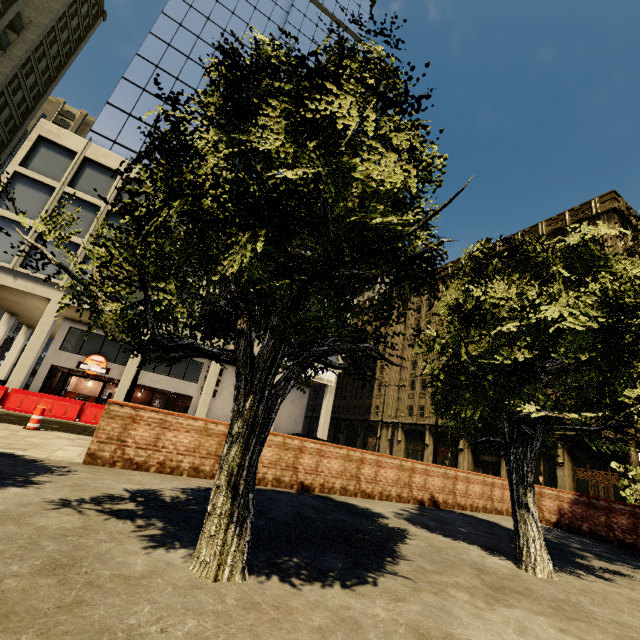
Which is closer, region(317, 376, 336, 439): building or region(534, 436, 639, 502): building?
region(534, 436, 639, 502): building

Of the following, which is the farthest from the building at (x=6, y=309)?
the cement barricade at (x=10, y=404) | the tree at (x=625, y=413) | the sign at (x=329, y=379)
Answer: the cement barricade at (x=10, y=404)

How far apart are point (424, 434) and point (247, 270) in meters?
44.7

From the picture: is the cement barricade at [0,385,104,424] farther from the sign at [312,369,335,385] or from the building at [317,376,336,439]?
the sign at [312,369,335,385]

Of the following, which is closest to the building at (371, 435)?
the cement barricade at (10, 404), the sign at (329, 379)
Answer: the sign at (329, 379)

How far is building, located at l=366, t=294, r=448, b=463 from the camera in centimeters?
4212cm

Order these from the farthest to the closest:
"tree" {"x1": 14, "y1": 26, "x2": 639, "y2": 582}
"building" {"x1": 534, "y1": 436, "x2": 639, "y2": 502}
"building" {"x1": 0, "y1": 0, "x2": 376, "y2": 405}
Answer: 1. "building" {"x1": 534, "y1": 436, "x2": 639, "y2": 502}
2. "building" {"x1": 0, "y1": 0, "x2": 376, "y2": 405}
3. "tree" {"x1": 14, "y1": 26, "x2": 639, "y2": 582}

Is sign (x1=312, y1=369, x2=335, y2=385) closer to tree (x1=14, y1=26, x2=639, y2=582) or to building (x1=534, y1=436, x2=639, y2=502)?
building (x1=534, y1=436, x2=639, y2=502)
